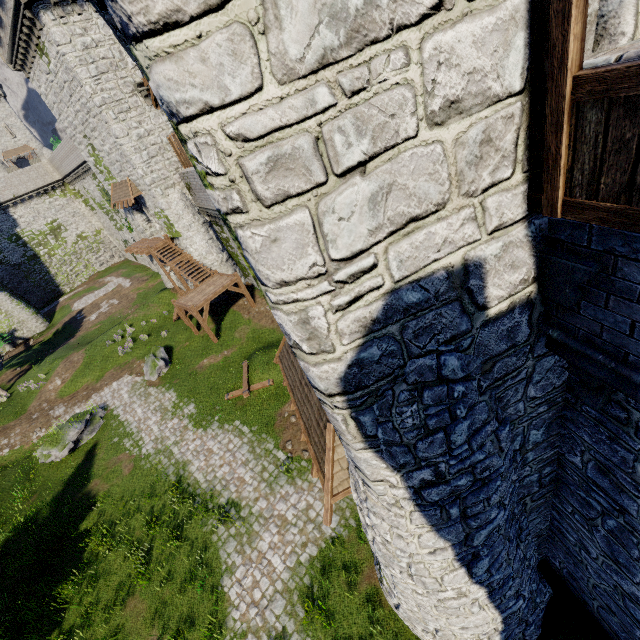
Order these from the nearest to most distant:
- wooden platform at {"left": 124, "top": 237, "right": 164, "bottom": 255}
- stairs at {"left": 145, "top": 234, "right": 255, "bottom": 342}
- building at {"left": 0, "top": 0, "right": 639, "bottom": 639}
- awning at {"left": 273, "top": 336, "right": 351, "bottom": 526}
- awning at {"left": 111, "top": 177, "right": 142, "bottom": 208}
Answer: building at {"left": 0, "top": 0, "right": 639, "bottom": 639} < awning at {"left": 273, "top": 336, "right": 351, "bottom": 526} < stairs at {"left": 145, "top": 234, "right": 255, "bottom": 342} < awning at {"left": 111, "top": 177, "right": 142, "bottom": 208} < wooden platform at {"left": 124, "top": 237, "right": 164, "bottom": 255}

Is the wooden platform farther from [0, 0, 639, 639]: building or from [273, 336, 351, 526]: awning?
[273, 336, 351, 526]: awning

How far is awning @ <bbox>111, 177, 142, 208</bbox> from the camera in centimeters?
2391cm

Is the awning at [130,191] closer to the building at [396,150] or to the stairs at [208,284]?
the stairs at [208,284]

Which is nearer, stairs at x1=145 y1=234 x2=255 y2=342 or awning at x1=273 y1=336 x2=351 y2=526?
awning at x1=273 y1=336 x2=351 y2=526

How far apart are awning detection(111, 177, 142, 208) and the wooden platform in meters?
3.1

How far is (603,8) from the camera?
2.31m

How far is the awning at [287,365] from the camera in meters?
7.0
